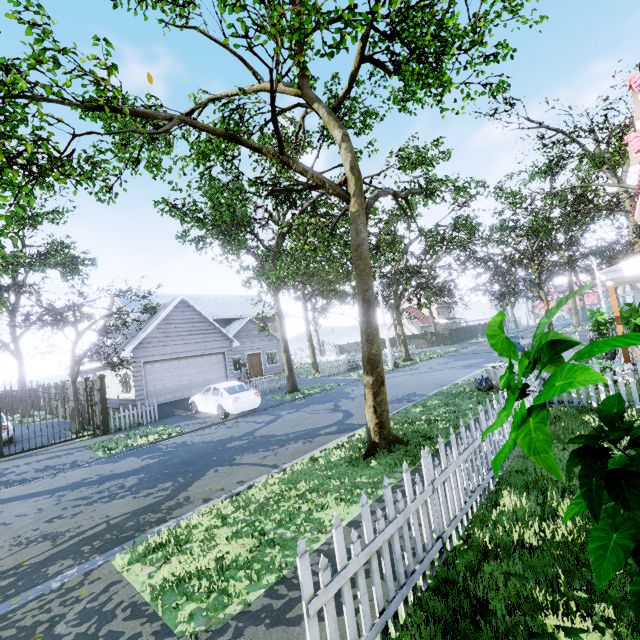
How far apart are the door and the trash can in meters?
20.4 m

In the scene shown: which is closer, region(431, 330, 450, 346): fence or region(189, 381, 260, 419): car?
region(189, 381, 260, 419): car

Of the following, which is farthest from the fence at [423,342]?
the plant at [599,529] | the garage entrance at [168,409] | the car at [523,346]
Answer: the car at [523,346]

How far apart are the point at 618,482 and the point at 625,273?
10.92m

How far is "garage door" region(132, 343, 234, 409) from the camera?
17.4 meters

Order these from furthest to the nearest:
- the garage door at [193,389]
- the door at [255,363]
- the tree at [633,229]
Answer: the door at [255,363]
the garage door at [193,389]
the tree at [633,229]

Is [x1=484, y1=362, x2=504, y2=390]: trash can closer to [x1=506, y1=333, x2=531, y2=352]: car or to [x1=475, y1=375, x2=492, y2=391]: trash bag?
[x1=475, y1=375, x2=492, y2=391]: trash bag

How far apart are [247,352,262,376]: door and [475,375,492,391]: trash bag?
19.8 meters
